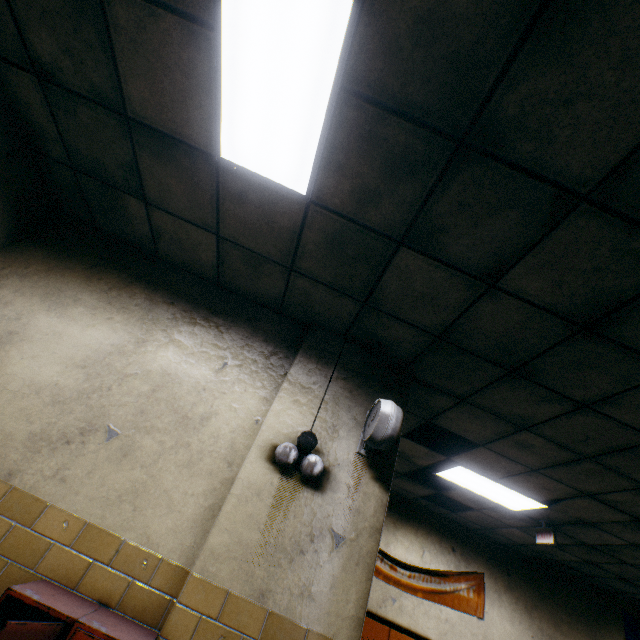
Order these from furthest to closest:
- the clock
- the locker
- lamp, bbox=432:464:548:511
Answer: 1. lamp, bbox=432:464:548:511
2. the clock
3. the locker

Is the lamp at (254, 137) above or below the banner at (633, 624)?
above

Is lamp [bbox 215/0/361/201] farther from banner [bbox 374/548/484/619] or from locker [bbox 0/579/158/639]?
banner [bbox 374/548/484/619]

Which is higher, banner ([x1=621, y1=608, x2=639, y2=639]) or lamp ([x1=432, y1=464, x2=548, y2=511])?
lamp ([x1=432, y1=464, x2=548, y2=511])

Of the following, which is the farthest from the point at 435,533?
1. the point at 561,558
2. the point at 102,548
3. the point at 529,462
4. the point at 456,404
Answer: the point at 102,548

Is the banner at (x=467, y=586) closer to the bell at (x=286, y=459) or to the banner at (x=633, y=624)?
the banner at (x=633, y=624)

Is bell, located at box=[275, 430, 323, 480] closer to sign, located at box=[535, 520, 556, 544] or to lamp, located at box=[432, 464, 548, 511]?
lamp, located at box=[432, 464, 548, 511]

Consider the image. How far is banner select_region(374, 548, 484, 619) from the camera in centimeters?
532cm
